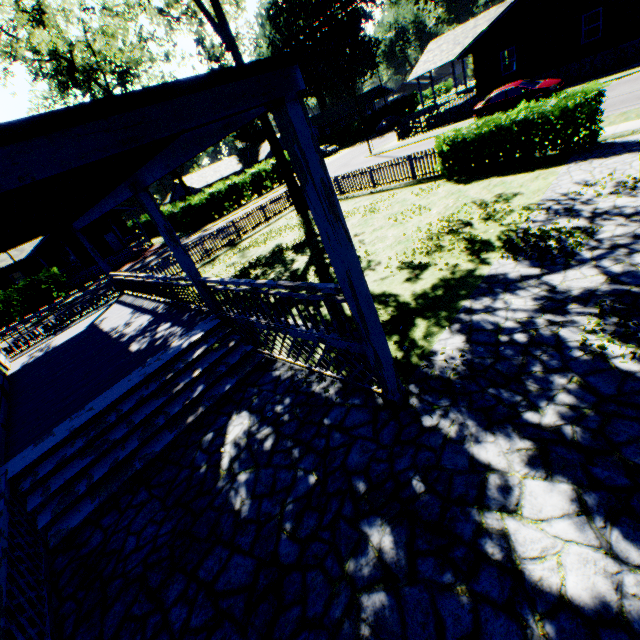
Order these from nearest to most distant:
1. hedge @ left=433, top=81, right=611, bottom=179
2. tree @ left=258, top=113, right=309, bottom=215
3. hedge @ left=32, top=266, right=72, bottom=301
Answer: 1. hedge @ left=433, top=81, right=611, bottom=179
2. tree @ left=258, top=113, right=309, bottom=215
3. hedge @ left=32, top=266, right=72, bottom=301

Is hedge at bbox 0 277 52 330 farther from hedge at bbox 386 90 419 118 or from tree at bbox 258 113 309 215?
hedge at bbox 386 90 419 118

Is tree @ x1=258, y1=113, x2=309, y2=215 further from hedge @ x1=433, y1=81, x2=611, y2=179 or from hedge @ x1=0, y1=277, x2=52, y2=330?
hedge @ x1=0, y1=277, x2=52, y2=330

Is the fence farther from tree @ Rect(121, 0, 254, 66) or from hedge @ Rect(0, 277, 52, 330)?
hedge @ Rect(0, 277, 52, 330)

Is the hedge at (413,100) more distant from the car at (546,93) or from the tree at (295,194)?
the tree at (295,194)

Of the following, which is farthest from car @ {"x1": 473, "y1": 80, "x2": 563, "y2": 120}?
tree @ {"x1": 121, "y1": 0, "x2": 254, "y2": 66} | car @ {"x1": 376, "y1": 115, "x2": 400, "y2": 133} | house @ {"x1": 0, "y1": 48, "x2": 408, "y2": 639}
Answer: car @ {"x1": 376, "y1": 115, "x2": 400, "y2": 133}

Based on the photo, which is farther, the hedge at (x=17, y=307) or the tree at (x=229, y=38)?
the hedge at (x=17, y=307)

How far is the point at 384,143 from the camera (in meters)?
35.59
